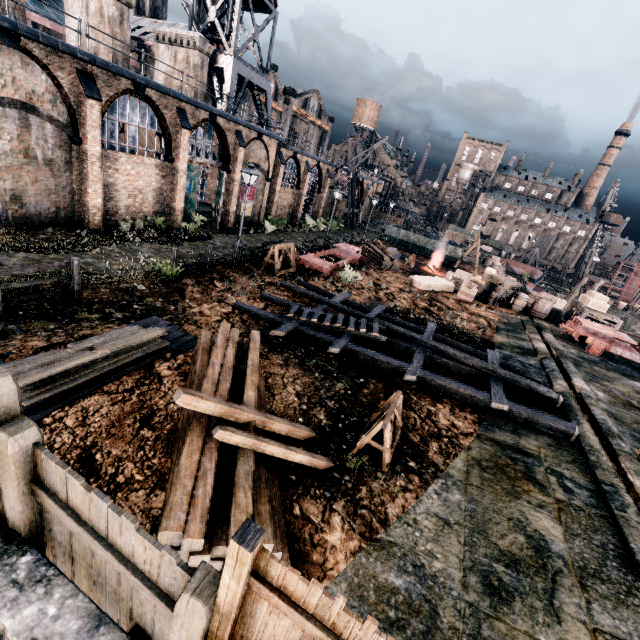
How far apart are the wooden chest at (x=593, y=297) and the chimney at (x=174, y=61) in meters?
34.3 m

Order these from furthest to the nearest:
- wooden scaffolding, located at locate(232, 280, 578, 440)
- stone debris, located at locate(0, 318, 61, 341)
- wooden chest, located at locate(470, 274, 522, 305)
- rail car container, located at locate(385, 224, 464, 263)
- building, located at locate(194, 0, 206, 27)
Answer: rail car container, located at locate(385, 224, 464, 263) → building, located at locate(194, 0, 206, 27) → wooden chest, located at locate(470, 274, 522, 305) → wooden scaffolding, located at locate(232, 280, 578, 440) → stone debris, located at locate(0, 318, 61, 341)

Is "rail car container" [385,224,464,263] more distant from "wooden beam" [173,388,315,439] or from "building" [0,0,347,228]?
"wooden beam" [173,388,315,439]

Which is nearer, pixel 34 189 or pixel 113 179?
pixel 34 189

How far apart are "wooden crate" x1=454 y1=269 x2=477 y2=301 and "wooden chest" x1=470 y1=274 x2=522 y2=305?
0.2 meters

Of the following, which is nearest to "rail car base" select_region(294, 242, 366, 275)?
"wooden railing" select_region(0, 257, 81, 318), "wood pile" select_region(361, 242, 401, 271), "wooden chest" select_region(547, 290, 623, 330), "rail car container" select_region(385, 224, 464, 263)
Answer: "wood pile" select_region(361, 242, 401, 271)

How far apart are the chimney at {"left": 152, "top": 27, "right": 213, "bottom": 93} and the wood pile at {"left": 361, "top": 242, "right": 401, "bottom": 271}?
18.9 meters

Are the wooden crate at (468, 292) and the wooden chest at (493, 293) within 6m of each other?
yes
